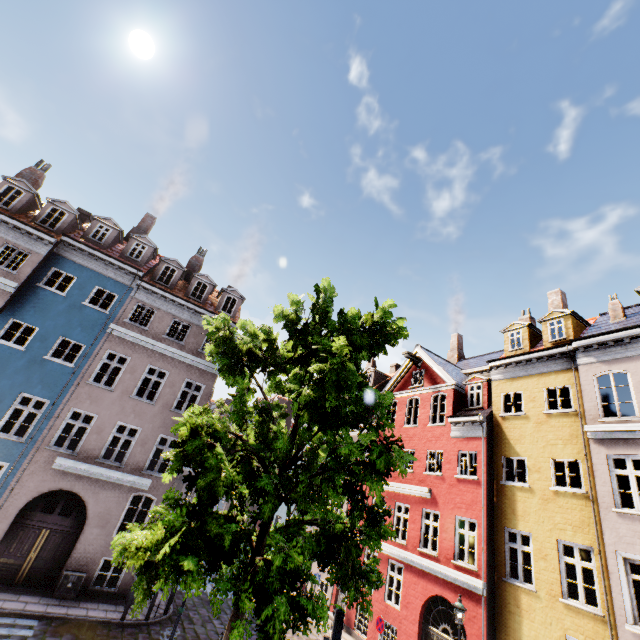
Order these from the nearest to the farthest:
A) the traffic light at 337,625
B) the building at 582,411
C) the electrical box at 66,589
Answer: the traffic light at 337,625
the building at 582,411
the electrical box at 66,589

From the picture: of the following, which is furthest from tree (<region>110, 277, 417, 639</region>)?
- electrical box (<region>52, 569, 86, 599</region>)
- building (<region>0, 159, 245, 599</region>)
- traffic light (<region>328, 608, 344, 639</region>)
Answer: electrical box (<region>52, 569, 86, 599</region>)

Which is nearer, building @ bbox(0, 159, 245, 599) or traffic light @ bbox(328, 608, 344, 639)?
traffic light @ bbox(328, 608, 344, 639)

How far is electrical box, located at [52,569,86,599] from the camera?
12.4m

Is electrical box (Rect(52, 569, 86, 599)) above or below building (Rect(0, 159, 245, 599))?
below

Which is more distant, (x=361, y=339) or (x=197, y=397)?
(x=197, y=397)

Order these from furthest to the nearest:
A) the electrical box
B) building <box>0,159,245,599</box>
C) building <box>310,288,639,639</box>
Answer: building <box>0,159,245,599</box>
the electrical box
building <box>310,288,639,639</box>

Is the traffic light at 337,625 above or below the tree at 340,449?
below
